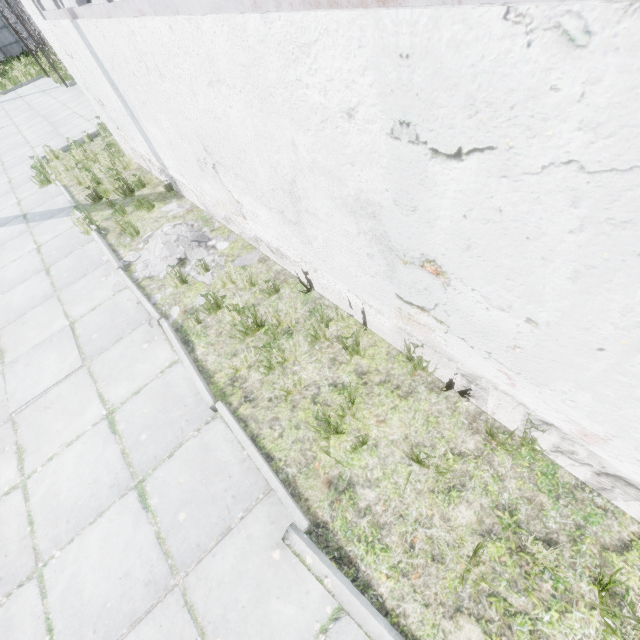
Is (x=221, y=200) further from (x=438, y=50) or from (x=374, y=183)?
(x=438, y=50)

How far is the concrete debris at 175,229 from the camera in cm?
500

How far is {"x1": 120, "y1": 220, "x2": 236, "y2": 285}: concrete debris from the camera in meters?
5.0 m
